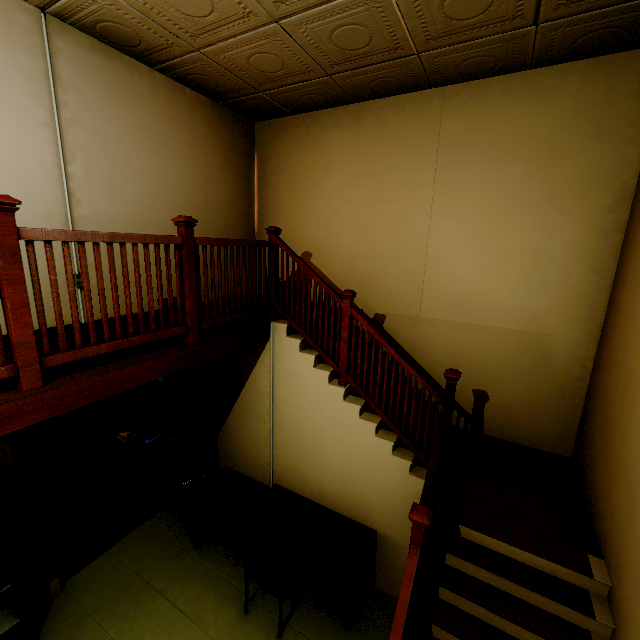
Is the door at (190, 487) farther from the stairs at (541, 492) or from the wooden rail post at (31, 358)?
the wooden rail post at (31, 358)

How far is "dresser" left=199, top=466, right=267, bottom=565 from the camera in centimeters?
391cm

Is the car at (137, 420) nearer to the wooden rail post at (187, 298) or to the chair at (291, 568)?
the chair at (291, 568)

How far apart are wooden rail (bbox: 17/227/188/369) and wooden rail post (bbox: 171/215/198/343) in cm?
1

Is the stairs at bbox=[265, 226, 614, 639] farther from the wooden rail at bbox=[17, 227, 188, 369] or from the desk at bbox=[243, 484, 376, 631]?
the wooden rail at bbox=[17, 227, 188, 369]

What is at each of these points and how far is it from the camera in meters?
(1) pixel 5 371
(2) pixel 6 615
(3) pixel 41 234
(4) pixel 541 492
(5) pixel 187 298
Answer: (1) wooden rail, 1.8
(2) bookshelf, 3.0
(3) wooden rail, 1.8
(4) stairs, 3.3
(5) wooden rail post, 2.8

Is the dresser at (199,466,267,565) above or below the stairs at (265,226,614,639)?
below

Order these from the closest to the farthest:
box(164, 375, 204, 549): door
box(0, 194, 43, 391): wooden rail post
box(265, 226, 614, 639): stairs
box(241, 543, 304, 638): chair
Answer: box(0, 194, 43, 391): wooden rail post, box(265, 226, 614, 639): stairs, box(241, 543, 304, 638): chair, box(164, 375, 204, 549): door
